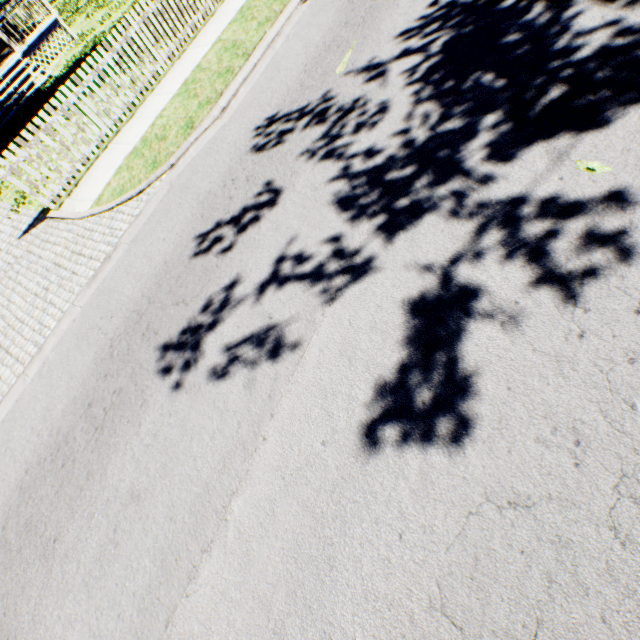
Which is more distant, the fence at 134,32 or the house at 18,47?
the house at 18,47

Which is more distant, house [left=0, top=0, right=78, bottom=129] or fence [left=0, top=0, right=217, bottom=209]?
house [left=0, top=0, right=78, bottom=129]

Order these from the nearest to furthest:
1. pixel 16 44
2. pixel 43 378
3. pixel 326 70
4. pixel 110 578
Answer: pixel 110 578
pixel 43 378
pixel 326 70
pixel 16 44
